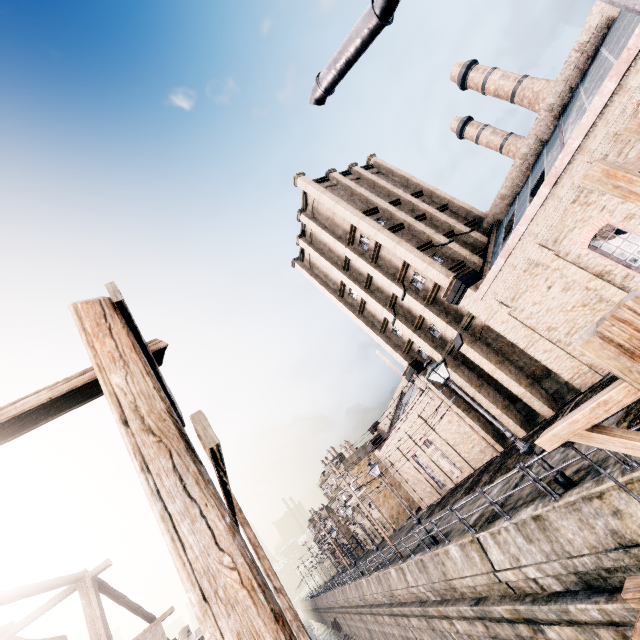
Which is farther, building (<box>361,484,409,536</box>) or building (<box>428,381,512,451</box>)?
building (<box>361,484,409,536</box>)

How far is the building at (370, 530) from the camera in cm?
5473

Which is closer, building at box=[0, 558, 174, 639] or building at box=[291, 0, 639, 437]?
building at box=[291, 0, 639, 437]

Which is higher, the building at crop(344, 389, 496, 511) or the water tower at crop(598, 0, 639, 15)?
the water tower at crop(598, 0, 639, 15)

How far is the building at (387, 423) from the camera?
31.55m

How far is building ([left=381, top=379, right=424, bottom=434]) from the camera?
31.55m

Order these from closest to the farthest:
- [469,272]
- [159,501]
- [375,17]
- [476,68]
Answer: [159,501] < [375,17] < [469,272] < [476,68]
